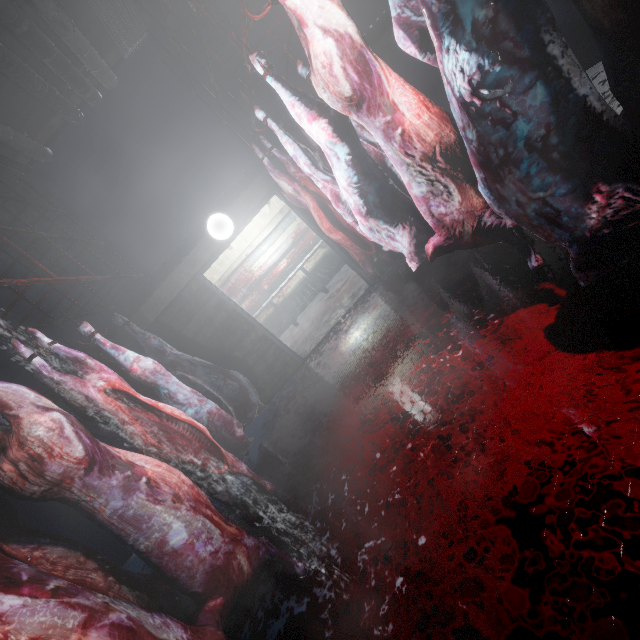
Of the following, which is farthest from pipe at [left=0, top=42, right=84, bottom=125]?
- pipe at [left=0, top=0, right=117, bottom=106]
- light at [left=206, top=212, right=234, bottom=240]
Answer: light at [left=206, top=212, right=234, bottom=240]

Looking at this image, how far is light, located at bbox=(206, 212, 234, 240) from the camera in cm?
384

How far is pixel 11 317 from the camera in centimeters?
410cm

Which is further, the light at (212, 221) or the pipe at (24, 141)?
the light at (212, 221)

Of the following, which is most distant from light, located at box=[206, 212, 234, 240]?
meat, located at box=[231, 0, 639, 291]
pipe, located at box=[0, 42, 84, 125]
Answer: meat, located at box=[231, 0, 639, 291]

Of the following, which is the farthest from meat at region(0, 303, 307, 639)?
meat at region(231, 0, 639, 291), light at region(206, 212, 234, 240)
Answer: light at region(206, 212, 234, 240)

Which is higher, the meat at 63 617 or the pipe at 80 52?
the pipe at 80 52

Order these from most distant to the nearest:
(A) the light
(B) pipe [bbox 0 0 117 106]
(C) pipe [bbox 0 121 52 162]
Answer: (A) the light < (C) pipe [bbox 0 121 52 162] < (B) pipe [bbox 0 0 117 106]
